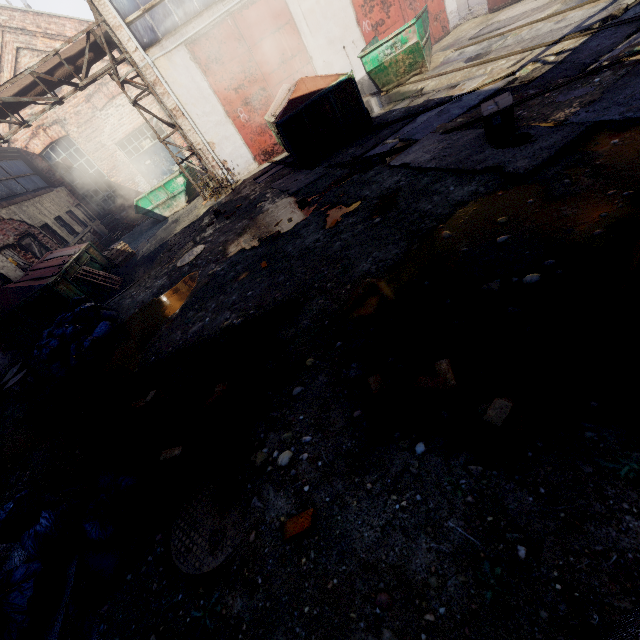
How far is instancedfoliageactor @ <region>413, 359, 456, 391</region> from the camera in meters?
2.3 m

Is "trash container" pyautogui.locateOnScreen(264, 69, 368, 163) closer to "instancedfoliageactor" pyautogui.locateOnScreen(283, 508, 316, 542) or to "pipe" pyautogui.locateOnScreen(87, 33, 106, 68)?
"pipe" pyautogui.locateOnScreen(87, 33, 106, 68)

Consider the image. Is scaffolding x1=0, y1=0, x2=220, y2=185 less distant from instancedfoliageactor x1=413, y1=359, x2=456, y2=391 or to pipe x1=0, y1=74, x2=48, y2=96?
pipe x1=0, y1=74, x2=48, y2=96

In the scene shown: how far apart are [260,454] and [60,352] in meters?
6.6

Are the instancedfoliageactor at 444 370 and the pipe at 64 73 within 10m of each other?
no

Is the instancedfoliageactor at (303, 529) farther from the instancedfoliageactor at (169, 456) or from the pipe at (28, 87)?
the pipe at (28, 87)

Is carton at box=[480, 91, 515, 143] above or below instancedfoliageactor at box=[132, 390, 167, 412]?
above

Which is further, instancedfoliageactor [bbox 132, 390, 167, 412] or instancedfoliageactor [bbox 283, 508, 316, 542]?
instancedfoliageactor [bbox 132, 390, 167, 412]
